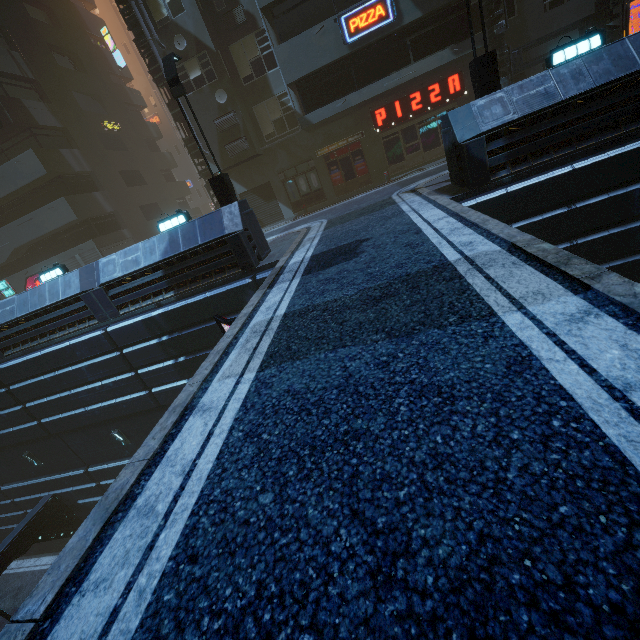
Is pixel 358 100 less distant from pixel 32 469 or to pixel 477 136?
pixel 477 136

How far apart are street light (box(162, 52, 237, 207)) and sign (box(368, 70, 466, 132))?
10.5m

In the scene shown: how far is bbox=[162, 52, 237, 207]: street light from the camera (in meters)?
10.34

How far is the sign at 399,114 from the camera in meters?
17.0

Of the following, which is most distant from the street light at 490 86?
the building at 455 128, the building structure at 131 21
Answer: the building structure at 131 21

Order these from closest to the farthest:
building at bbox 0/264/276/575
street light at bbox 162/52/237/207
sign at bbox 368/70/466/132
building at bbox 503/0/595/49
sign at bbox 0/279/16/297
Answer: street light at bbox 162/52/237/207
building at bbox 0/264/276/575
building at bbox 503/0/595/49
sign at bbox 368/70/466/132
sign at bbox 0/279/16/297

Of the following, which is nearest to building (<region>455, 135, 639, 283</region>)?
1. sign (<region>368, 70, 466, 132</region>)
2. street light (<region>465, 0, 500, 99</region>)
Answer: sign (<region>368, 70, 466, 132</region>)

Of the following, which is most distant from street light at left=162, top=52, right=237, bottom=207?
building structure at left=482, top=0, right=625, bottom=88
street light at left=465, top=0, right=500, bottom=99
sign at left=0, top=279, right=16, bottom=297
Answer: sign at left=0, top=279, right=16, bottom=297
